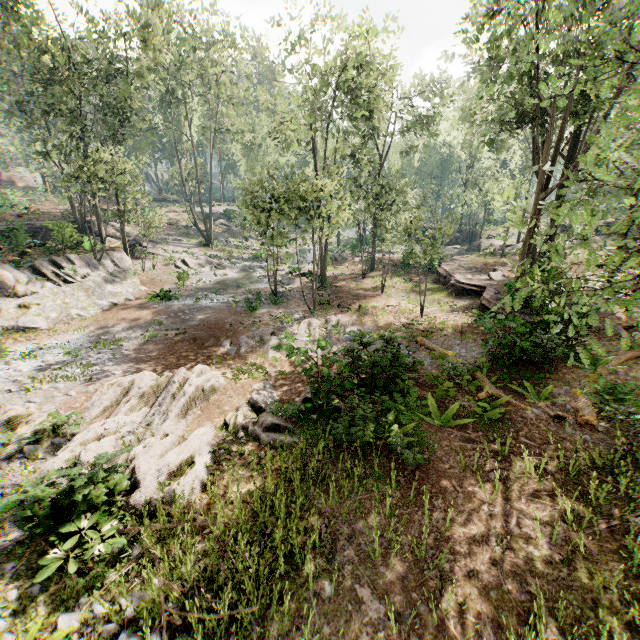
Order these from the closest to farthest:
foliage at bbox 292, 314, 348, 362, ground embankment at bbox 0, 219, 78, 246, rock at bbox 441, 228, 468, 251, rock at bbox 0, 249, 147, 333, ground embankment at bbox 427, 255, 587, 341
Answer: foliage at bbox 292, 314, 348, 362
ground embankment at bbox 427, 255, 587, 341
rock at bbox 0, 249, 147, 333
ground embankment at bbox 0, 219, 78, 246
rock at bbox 441, 228, 468, 251

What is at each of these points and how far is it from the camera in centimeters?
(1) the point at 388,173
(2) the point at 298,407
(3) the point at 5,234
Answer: (1) foliage, 5941cm
(2) foliage, 1052cm
(3) ground embankment, 2983cm

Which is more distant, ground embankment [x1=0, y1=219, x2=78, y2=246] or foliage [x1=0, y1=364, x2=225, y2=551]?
ground embankment [x1=0, y1=219, x2=78, y2=246]

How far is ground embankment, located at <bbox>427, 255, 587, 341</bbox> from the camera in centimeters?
1315cm

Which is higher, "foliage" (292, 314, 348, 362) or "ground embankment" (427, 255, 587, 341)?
"ground embankment" (427, 255, 587, 341)

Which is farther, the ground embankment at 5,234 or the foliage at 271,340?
the ground embankment at 5,234

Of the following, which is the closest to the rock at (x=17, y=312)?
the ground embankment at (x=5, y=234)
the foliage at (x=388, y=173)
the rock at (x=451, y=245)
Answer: the foliage at (x=388, y=173)

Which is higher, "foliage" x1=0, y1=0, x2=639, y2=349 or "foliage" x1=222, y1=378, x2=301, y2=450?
"foliage" x1=0, y1=0, x2=639, y2=349
